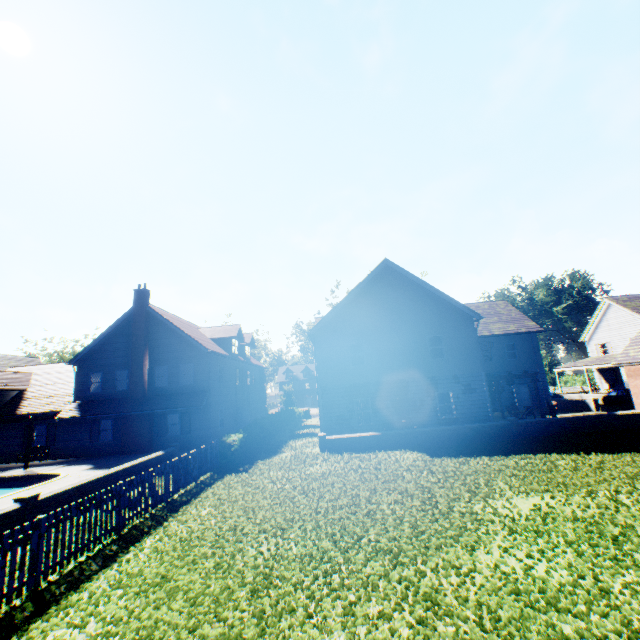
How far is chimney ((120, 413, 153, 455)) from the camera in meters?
22.5 m

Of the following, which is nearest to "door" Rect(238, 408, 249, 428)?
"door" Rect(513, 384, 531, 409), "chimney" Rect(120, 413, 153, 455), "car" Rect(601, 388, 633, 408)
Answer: "chimney" Rect(120, 413, 153, 455)

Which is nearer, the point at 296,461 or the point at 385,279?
the point at 296,461

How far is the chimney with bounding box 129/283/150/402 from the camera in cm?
2339

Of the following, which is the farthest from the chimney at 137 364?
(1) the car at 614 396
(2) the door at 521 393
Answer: (1) the car at 614 396

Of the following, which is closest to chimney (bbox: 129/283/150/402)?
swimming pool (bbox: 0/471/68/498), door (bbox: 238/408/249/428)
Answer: swimming pool (bbox: 0/471/68/498)

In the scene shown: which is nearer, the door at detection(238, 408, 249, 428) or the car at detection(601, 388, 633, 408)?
the car at detection(601, 388, 633, 408)

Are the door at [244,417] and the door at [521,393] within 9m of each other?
no
